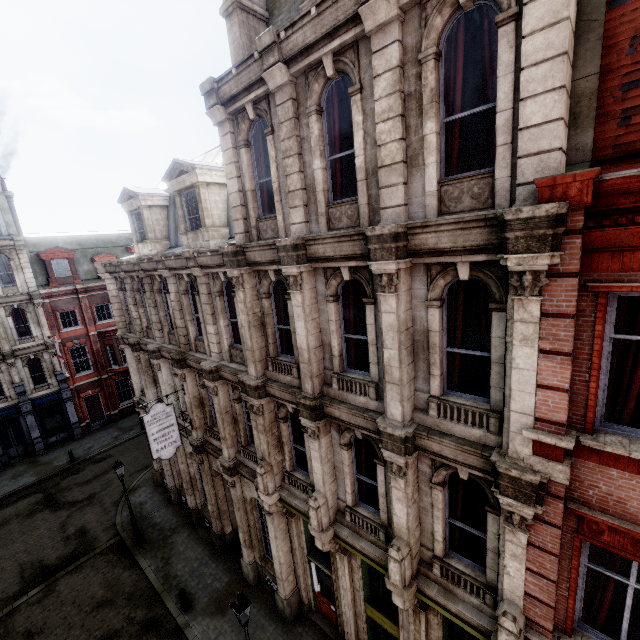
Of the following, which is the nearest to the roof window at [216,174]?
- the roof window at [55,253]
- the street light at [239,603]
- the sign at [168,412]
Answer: the sign at [168,412]

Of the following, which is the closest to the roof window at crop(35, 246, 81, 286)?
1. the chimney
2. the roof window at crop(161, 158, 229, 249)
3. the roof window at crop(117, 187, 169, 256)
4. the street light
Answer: the roof window at crop(117, 187, 169, 256)

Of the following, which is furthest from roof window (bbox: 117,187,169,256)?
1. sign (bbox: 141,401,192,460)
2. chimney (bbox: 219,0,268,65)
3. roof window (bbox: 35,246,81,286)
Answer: roof window (bbox: 35,246,81,286)

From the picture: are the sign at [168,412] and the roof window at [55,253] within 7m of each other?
no

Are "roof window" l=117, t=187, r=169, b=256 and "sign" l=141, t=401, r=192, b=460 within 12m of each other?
yes

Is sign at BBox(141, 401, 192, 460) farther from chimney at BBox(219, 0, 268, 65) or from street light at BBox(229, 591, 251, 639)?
chimney at BBox(219, 0, 268, 65)

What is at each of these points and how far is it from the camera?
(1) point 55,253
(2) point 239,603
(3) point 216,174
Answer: (1) roof window, 26.1m
(2) street light, 8.6m
(3) roof window, 11.3m

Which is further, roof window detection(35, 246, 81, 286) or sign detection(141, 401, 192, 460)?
roof window detection(35, 246, 81, 286)
